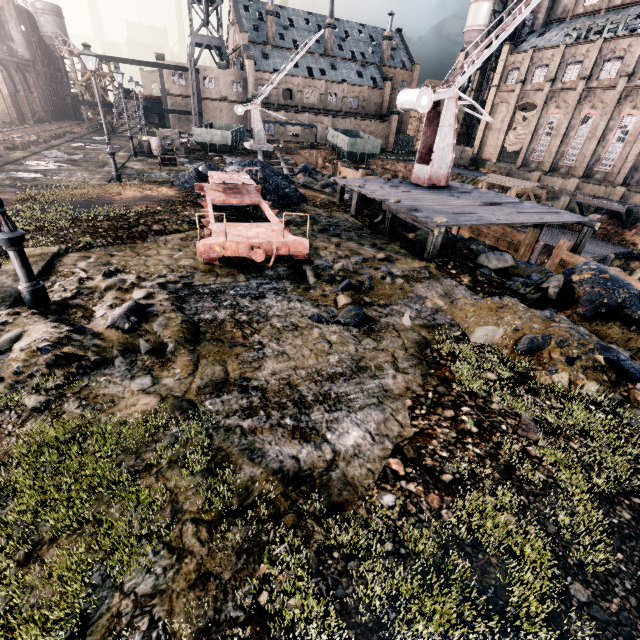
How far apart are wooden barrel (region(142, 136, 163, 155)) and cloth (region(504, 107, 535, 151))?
47.9m

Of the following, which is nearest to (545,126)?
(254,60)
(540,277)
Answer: (540,277)

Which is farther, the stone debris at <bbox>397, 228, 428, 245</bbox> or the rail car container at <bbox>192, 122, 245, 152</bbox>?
the rail car container at <bbox>192, 122, 245, 152</bbox>

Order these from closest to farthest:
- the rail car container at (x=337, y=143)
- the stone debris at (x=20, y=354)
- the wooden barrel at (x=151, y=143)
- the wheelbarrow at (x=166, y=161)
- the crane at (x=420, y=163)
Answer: the stone debris at (x=20, y=354)
the crane at (x=420, y=163)
the wheelbarrow at (x=166, y=161)
the wooden barrel at (x=151, y=143)
the rail car container at (x=337, y=143)

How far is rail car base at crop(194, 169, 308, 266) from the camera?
8.5m

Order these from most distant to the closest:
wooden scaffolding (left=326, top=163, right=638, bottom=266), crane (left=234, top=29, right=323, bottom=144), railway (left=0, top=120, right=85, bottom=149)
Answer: crane (left=234, top=29, right=323, bottom=144)
railway (left=0, top=120, right=85, bottom=149)
wooden scaffolding (left=326, top=163, right=638, bottom=266)

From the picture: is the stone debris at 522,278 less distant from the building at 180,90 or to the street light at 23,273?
the street light at 23,273

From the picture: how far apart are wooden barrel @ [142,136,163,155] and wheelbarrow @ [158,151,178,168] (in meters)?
6.18
